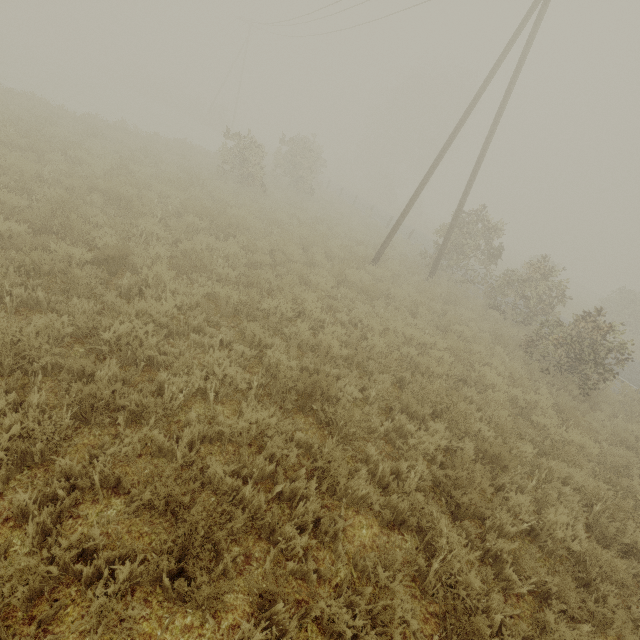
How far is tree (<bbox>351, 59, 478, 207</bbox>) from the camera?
43.1m

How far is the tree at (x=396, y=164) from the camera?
43.1 meters

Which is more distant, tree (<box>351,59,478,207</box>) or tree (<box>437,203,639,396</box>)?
tree (<box>351,59,478,207</box>)

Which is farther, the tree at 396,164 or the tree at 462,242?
the tree at 396,164

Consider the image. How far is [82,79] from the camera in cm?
3525
